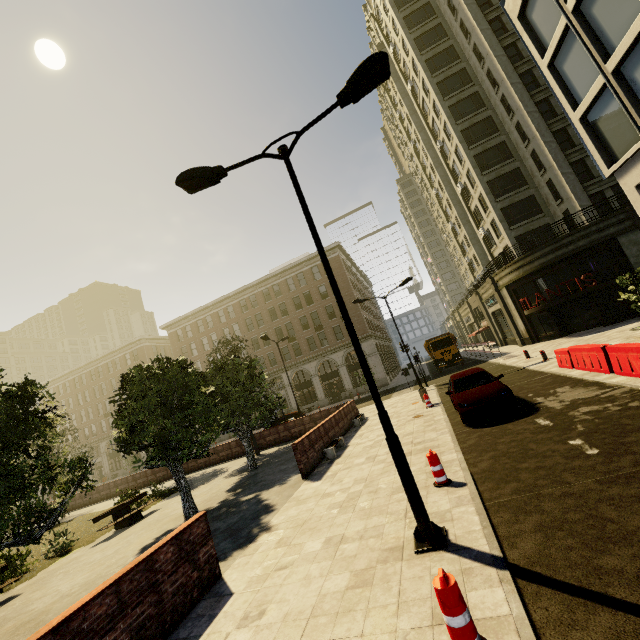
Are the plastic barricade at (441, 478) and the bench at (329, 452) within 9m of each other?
yes

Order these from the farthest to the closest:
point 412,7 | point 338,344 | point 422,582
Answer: point 338,344 → point 412,7 → point 422,582

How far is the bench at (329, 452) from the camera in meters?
12.6 m

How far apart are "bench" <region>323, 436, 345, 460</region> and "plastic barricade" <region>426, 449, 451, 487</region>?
6.1 meters

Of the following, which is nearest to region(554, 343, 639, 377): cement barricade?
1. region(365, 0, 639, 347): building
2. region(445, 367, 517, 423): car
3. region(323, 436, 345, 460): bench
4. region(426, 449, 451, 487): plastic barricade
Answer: region(445, 367, 517, 423): car

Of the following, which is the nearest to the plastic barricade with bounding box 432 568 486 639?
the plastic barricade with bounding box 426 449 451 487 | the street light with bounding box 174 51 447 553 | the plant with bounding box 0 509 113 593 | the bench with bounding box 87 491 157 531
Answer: the street light with bounding box 174 51 447 553

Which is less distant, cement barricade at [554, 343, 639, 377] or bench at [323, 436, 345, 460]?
cement barricade at [554, 343, 639, 377]

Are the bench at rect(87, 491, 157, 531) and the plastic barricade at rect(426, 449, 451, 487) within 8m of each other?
no
